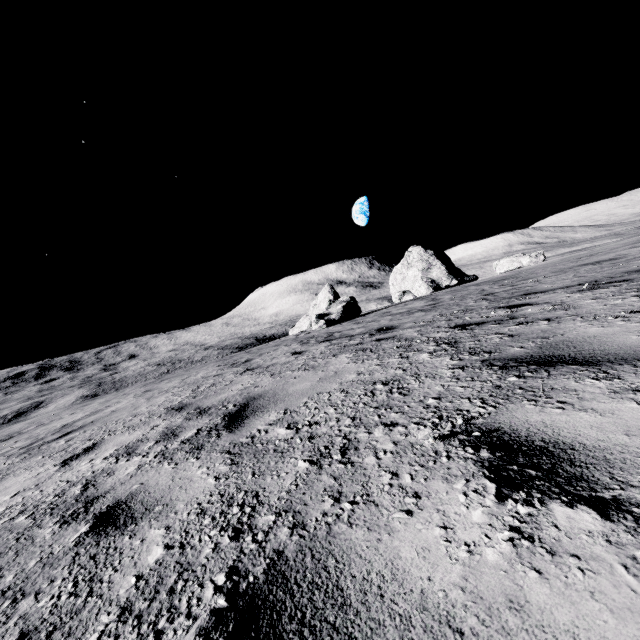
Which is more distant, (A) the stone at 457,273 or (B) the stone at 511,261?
(A) the stone at 457,273

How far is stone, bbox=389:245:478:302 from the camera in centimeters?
3055cm

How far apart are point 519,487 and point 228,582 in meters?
1.0 m

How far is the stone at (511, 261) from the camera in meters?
22.2 m

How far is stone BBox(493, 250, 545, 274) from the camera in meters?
22.2

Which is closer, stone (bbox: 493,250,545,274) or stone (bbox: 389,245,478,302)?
stone (bbox: 493,250,545,274)
